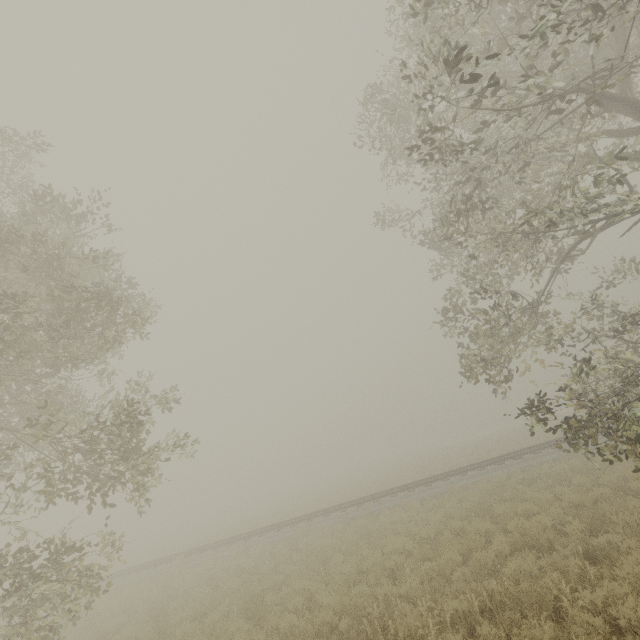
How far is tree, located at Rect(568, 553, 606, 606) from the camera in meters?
5.3

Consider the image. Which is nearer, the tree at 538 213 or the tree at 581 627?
the tree at 581 627

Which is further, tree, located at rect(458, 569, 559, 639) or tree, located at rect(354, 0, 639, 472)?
tree, located at rect(354, 0, 639, 472)

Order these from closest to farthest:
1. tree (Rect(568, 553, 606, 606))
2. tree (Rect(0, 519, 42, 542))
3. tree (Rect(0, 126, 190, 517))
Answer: tree (Rect(568, 553, 606, 606)), tree (Rect(0, 519, 42, 542)), tree (Rect(0, 126, 190, 517))

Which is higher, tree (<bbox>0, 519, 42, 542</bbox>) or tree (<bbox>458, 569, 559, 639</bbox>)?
tree (<bbox>0, 519, 42, 542</bbox>)

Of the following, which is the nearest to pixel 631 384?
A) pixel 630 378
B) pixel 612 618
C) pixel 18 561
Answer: pixel 630 378
